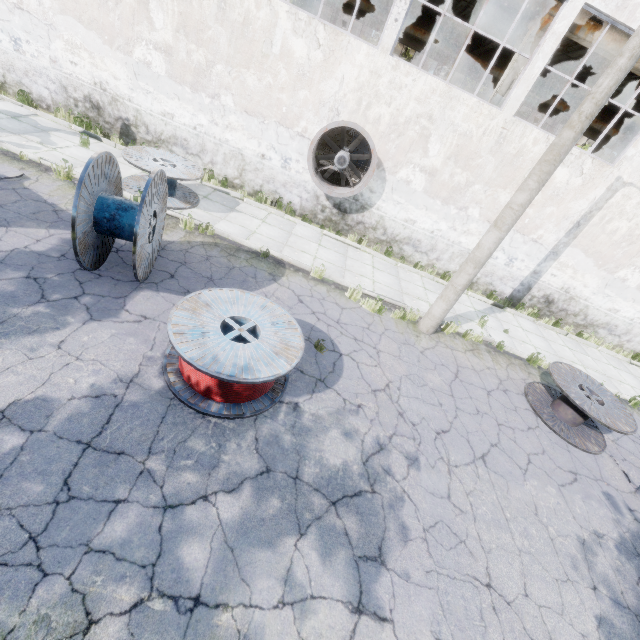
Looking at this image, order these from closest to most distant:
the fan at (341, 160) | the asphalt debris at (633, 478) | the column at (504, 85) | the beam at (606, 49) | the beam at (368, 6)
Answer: the asphalt debris at (633, 478) < the fan at (341, 160) < the beam at (606, 49) < the column at (504, 85) < the beam at (368, 6)

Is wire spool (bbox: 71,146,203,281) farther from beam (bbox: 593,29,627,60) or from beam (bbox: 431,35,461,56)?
beam (bbox: 431,35,461,56)

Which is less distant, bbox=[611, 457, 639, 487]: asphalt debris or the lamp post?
the lamp post

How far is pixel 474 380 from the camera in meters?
7.9

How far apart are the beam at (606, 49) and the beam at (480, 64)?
11.8 meters

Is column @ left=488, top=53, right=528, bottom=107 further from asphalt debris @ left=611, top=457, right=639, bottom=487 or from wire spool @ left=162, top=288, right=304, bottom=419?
wire spool @ left=162, top=288, right=304, bottom=419

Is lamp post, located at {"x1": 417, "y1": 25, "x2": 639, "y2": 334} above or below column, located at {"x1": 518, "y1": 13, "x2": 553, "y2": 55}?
below

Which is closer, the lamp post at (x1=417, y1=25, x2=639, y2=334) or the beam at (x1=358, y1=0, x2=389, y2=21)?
the lamp post at (x1=417, y1=25, x2=639, y2=334)
